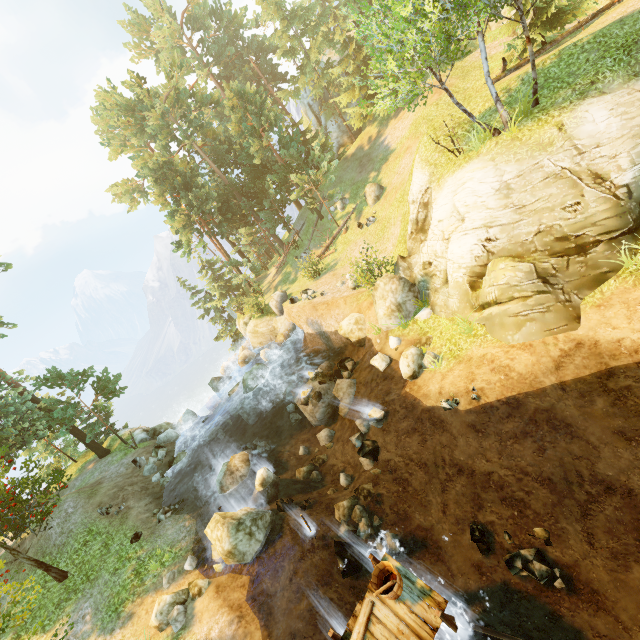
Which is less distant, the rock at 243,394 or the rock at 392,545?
the rock at 392,545

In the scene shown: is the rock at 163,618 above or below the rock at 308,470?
above

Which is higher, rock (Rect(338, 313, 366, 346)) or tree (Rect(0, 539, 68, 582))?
tree (Rect(0, 539, 68, 582))

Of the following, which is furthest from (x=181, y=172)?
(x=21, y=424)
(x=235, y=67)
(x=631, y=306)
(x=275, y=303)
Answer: (x=631, y=306)

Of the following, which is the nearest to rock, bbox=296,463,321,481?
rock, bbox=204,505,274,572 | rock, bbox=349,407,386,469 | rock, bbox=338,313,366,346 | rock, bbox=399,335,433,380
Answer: rock, bbox=204,505,274,572

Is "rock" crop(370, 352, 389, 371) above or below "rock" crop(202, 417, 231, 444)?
above

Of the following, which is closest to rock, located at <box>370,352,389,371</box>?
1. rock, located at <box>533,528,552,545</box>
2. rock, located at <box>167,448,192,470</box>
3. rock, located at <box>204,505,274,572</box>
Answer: rock, located at <box>204,505,274,572</box>

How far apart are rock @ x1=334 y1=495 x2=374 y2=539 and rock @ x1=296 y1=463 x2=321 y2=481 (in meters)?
2.66
